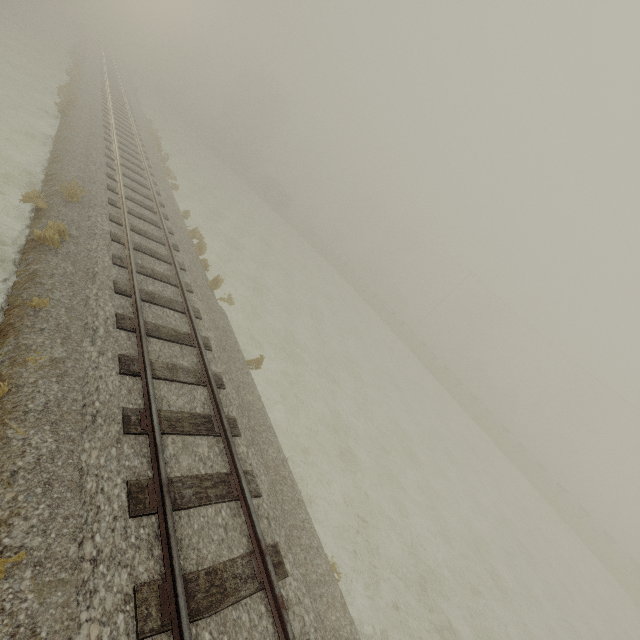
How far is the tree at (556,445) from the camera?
51.1m

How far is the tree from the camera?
51.1 meters

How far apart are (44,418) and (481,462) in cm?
2480
